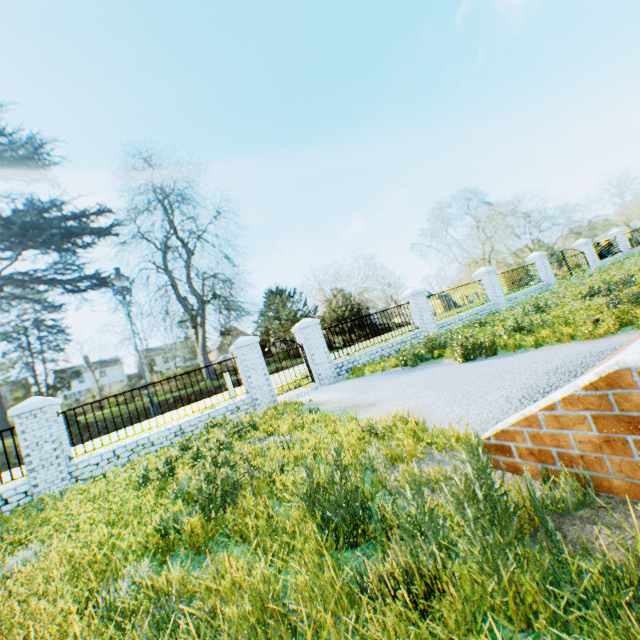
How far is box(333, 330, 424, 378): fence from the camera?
11.9 meters

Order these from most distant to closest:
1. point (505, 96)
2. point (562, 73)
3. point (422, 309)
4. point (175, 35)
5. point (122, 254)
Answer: point (122, 254), point (505, 96), point (562, 73), point (175, 35), point (422, 309)

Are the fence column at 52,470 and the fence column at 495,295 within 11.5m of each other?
no

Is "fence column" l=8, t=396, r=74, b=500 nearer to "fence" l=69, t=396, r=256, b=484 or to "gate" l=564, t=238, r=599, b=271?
"fence" l=69, t=396, r=256, b=484

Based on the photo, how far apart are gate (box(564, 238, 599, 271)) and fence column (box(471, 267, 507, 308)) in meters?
10.0

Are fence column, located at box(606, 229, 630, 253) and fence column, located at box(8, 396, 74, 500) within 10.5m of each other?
no

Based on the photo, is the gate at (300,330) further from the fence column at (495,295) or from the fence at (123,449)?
the fence column at (495,295)

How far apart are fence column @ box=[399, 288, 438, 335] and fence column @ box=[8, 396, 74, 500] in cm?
1273
